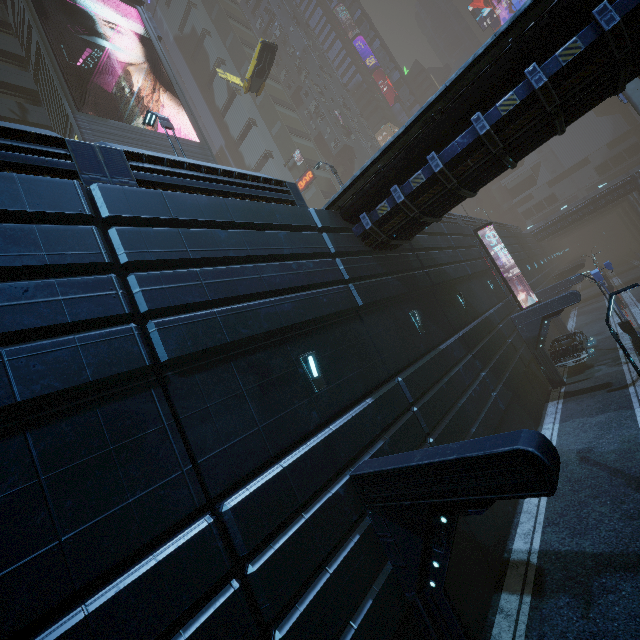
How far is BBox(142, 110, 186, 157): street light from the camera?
11.79m

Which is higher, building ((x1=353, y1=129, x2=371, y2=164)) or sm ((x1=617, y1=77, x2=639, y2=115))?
building ((x1=353, y1=129, x2=371, y2=164))

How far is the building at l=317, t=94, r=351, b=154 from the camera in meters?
58.7

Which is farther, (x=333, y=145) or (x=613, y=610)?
(x=333, y=145)

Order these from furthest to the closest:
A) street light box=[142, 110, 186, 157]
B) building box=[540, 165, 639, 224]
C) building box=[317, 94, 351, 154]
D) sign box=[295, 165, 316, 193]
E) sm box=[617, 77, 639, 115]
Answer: building box=[317, 94, 351, 154] < building box=[540, 165, 639, 224] < sign box=[295, 165, 316, 193] < sm box=[617, 77, 639, 115] < street light box=[142, 110, 186, 157]

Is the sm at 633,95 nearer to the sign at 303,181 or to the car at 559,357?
the car at 559,357

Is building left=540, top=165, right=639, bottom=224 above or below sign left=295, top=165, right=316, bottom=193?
below

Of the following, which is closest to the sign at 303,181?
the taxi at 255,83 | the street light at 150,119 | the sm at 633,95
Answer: the taxi at 255,83
